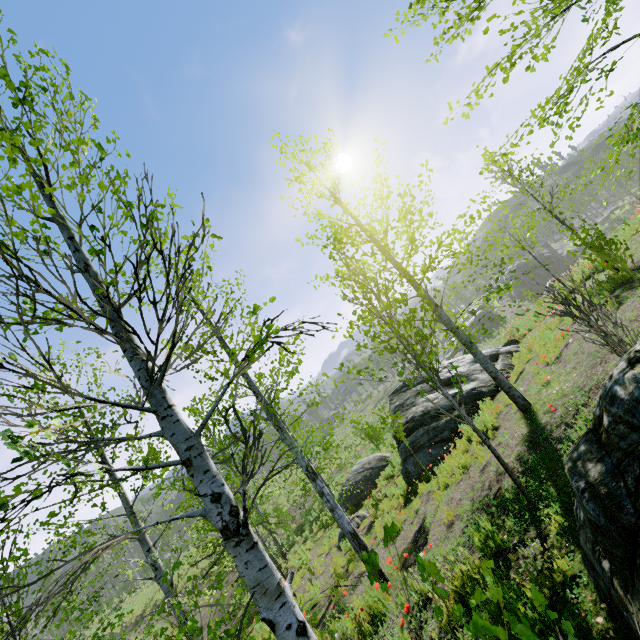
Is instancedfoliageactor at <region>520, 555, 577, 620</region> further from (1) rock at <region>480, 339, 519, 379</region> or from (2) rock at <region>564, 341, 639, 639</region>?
(1) rock at <region>480, 339, 519, 379</region>

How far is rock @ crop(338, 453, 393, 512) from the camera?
16.52m

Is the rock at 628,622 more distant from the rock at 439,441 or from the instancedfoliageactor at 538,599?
the rock at 439,441

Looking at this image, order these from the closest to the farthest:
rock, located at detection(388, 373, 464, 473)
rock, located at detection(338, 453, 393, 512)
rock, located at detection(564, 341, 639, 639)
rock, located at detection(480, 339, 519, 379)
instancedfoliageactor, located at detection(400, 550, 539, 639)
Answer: instancedfoliageactor, located at detection(400, 550, 539, 639)
rock, located at detection(564, 341, 639, 639)
rock, located at detection(388, 373, 464, 473)
rock, located at detection(480, 339, 519, 379)
rock, located at detection(338, 453, 393, 512)

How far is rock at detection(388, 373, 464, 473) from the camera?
10.7m

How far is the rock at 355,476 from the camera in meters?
16.5

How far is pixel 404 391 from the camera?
15.05m

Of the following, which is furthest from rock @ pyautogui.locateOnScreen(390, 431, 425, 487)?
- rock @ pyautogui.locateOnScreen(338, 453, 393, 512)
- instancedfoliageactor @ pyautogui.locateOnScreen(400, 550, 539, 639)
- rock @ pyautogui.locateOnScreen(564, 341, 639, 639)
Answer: rock @ pyautogui.locateOnScreen(564, 341, 639, 639)
